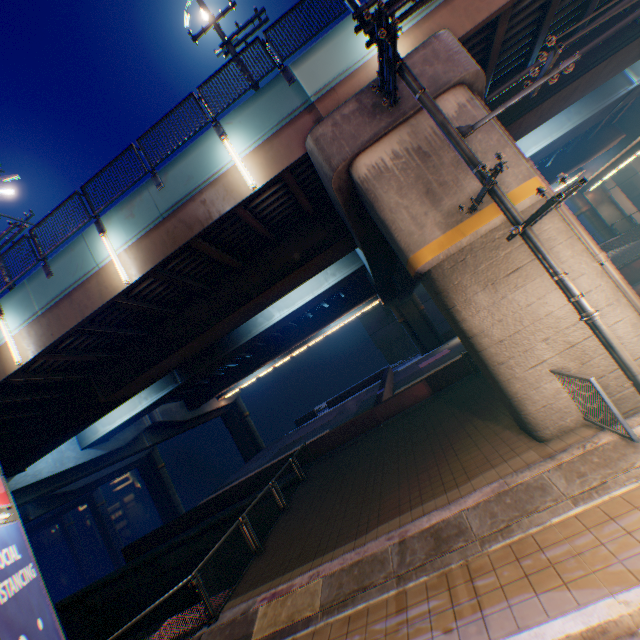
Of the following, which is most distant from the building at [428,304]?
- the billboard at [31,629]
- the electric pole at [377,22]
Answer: the billboard at [31,629]

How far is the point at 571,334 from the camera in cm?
673

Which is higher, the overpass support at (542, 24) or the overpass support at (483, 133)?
the overpass support at (542, 24)

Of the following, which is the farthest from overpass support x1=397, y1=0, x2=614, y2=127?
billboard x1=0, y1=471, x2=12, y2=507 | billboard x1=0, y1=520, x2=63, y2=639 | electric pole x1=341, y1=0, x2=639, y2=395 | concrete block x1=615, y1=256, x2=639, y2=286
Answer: billboard x1=0, y1=520, x2=63, y2=639

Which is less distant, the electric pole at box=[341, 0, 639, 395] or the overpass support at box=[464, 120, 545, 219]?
the electric pole at box=[341, 0, 639, 395]

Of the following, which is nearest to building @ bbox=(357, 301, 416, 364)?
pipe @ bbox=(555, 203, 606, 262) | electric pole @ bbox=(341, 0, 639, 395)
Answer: pipe @ bbox=(555, 203, 606, 262)

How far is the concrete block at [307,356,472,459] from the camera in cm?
1588

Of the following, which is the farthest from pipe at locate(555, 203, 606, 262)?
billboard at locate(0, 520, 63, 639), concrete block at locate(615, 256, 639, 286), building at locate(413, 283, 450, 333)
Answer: building at locate(413, 283, 450, 333)
